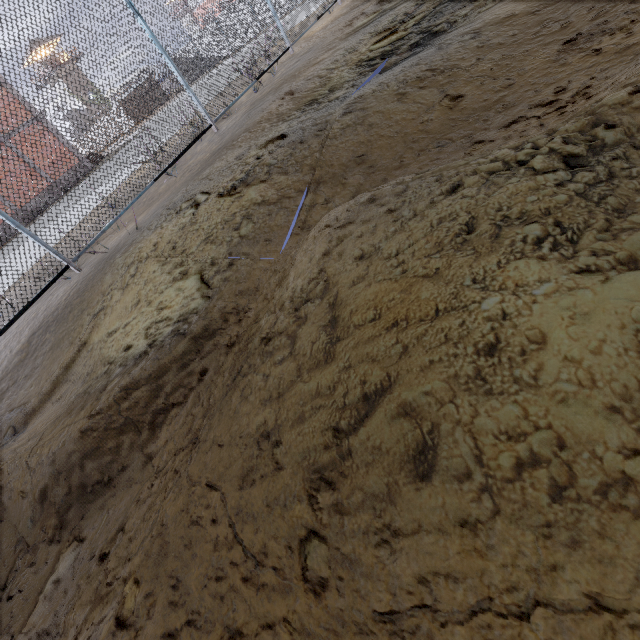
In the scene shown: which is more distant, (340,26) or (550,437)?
(340,26)
